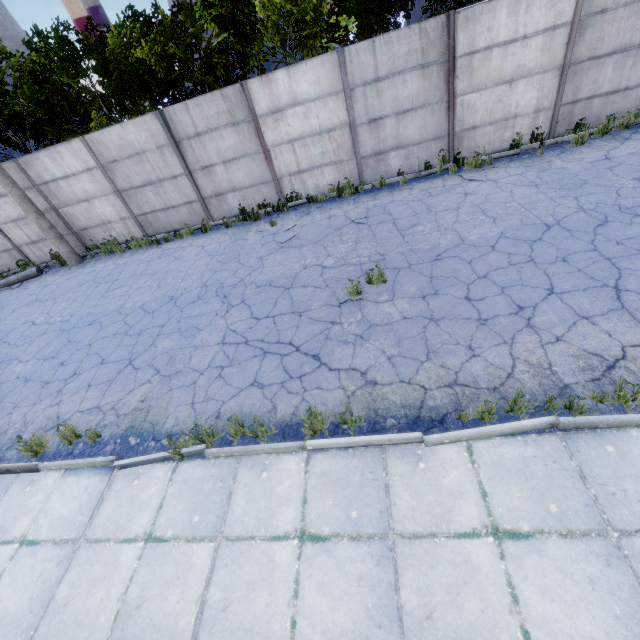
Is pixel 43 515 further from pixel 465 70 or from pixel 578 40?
pixel 578 40
